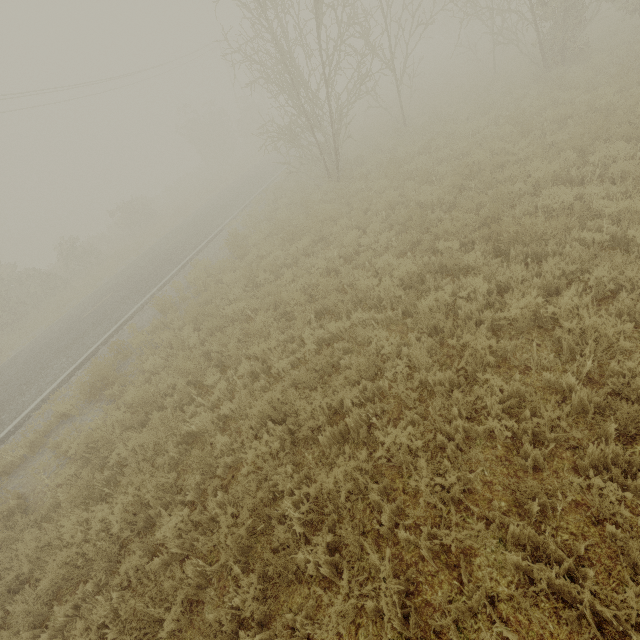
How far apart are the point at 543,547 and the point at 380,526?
1.58m
